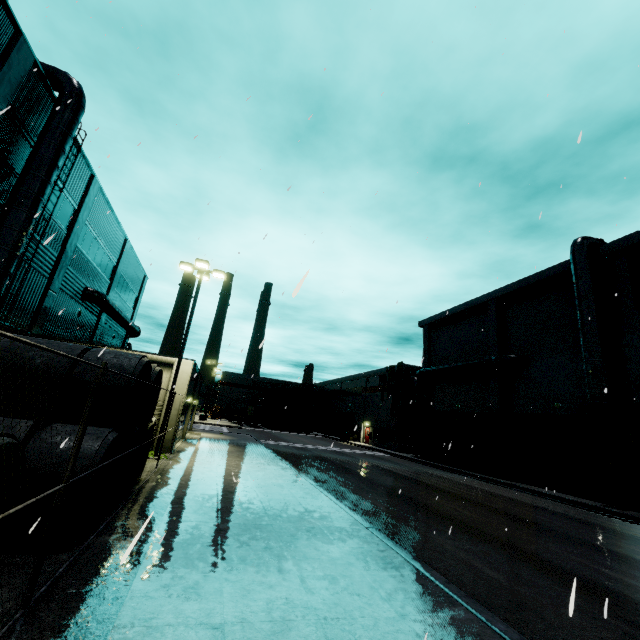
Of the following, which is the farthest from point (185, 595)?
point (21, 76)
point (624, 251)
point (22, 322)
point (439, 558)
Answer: point (624, 251)

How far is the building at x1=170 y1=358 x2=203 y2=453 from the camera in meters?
17.8

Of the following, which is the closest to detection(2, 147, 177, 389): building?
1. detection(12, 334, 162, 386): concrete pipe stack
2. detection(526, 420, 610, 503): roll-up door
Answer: detection(526, 420, 610, 503): roll-up door

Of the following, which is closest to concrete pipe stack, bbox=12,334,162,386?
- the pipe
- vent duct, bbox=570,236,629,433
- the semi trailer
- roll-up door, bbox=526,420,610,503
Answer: roll-up door, bbox=526,420,610,503

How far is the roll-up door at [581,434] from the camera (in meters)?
19.73

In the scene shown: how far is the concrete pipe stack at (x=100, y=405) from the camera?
6.1 meters
